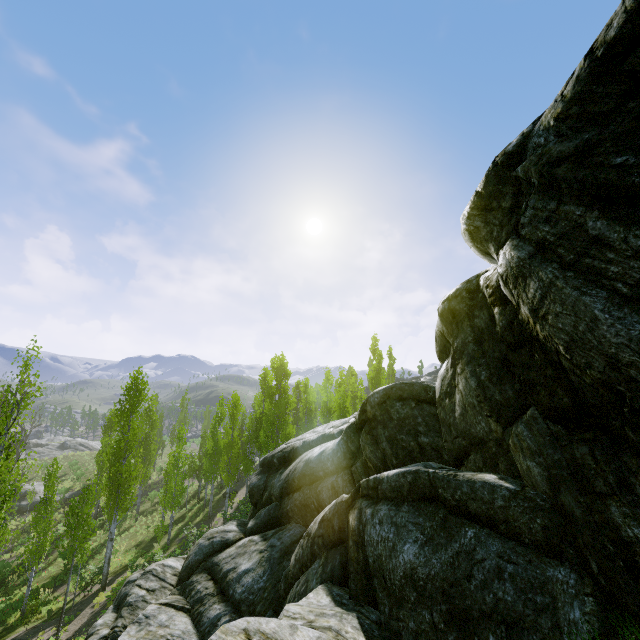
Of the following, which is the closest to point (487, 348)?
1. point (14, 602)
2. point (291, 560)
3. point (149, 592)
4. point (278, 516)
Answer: point (291, 560)

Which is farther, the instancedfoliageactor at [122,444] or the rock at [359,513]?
the instancedfoliageactor at [122,444]

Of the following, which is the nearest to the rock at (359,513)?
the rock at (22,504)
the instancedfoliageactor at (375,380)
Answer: the instancedfoliageactor at (375,380)

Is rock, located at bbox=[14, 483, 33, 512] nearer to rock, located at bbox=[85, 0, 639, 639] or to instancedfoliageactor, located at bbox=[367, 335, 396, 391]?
instancedfoliageactor, located at bbox=[367, 335, 396, 391]

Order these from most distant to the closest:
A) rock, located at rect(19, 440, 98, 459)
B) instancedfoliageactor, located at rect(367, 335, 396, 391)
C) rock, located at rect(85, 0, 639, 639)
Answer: rock, located at rect(19, 440, 98, 459) → instancedfoliageactor, located at rect(367, 335, 396, 391) → rock, located at rect(85, 0, 639, 639)

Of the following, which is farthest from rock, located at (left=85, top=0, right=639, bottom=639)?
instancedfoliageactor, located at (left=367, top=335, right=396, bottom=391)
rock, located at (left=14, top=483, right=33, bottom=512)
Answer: rock, located at (left=14, top=483, right=33, bottom=512)

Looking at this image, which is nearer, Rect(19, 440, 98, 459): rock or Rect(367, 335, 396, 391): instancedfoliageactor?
Rect(367, 335, 396, 391): instancedfoliageactor
